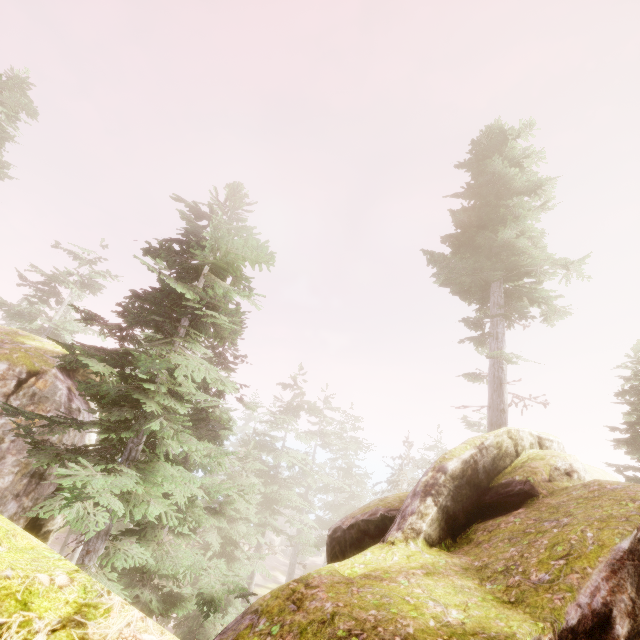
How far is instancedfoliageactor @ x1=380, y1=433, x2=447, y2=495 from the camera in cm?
3047

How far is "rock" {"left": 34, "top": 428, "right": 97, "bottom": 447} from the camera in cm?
1160

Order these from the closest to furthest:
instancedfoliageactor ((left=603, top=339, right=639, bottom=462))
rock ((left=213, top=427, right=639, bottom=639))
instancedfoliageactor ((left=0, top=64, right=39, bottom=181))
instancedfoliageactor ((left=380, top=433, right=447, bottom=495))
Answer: rock ((left=213, top=427, right=639, bottom=639)) → instancedfoliageactor ((left=603, top=339, right=639, bottom=462)) → instancedfoliageactor ((left=0, top=64, right=39, bottom=181)) → instancedfoliageactor ((left=380, top=433, right=447, bottom=495))

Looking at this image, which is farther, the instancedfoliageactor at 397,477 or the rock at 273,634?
the instancedfoliageactor at 397,477

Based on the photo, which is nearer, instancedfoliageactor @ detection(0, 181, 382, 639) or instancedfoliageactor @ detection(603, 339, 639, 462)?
instancedfoliageactor @ detection(0, 181, 382, 639)

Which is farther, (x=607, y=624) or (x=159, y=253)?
(x=159, y=253)
